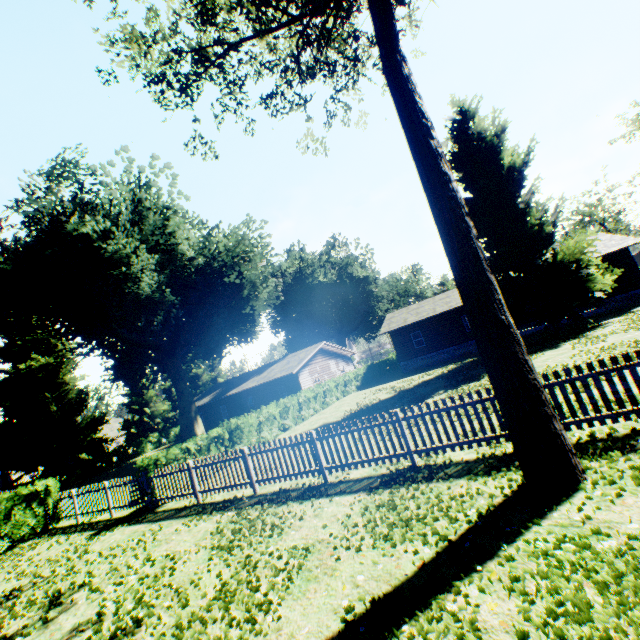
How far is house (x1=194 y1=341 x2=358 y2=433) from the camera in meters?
31.6

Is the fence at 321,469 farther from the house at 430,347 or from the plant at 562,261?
the house at 430,347

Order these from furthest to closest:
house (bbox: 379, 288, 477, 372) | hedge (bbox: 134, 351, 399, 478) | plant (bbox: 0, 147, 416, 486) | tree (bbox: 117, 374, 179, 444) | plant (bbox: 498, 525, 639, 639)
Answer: tree (bbox: 117, 374, 179, 444)
house (bbox: 379, 288, 477, 372)
plant (bbox: 0, 147, 416, 486)
hedge (bbox: 134, 351, 399, 478)
plant (bbox: 498, 525, 639, 639)

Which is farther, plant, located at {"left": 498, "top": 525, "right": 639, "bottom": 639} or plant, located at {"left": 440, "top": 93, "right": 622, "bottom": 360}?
plant, located at {"left": 440, "top": 93, "right": 622, "bottom": 360}

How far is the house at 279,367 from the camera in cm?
3164

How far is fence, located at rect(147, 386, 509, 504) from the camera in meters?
7.2

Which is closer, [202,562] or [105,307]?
[202,562]

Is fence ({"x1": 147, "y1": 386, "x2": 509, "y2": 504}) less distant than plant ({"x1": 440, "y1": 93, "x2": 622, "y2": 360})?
Yes
